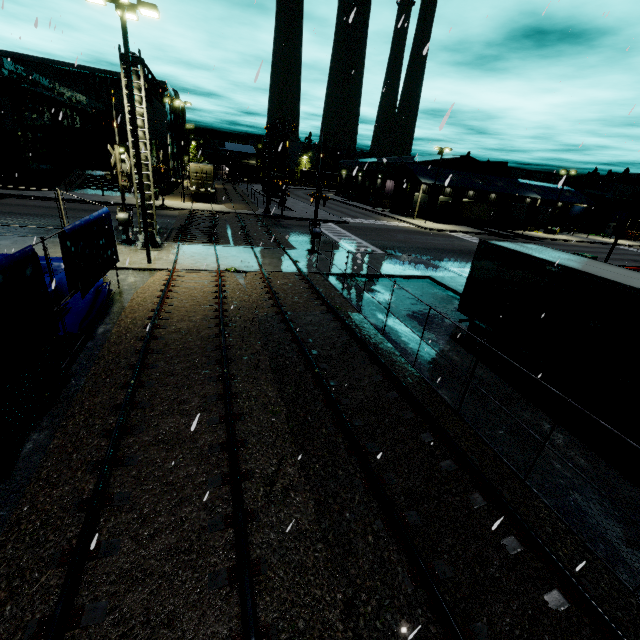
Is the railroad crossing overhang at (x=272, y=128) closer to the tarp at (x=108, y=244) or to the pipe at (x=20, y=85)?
the tarp at (x=108, y=244)

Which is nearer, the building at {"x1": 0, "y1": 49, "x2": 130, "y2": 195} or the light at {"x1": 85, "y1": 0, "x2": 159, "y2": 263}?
the light at {"x1": 85, "y1": 0, "x2": 159, "y2": 263}

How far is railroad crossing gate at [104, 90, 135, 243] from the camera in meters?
16.5

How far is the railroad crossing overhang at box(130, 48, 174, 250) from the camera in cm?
1463

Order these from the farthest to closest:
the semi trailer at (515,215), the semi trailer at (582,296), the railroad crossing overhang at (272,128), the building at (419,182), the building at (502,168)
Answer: the building at (502,168)
the building at (419,182)
the semi trailer at (515,215)
the railroad crossing overhang at (272,128)
the semi trailer at (582,296)

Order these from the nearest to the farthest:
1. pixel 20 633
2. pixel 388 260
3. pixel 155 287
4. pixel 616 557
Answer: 1. pixel 20 633
2. pixel 616 557
3. pixel 155 287
4. pixel 388 260

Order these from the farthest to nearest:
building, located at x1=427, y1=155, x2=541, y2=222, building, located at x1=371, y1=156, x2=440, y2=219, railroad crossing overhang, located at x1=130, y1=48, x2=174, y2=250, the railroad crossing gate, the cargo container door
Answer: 1. building, located at x1=427, y1=155, x2=541, y2=222
2. building, located at x1=371, y1=156, x2=440, y2=219
3. the cargo container door
4. the railroad crossing gate
5. railroad crossing overhang, located at x1=130, y1=48, x2=174, y2=250

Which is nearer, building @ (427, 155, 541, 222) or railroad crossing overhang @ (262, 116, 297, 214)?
railroad crossing overhang @ (262, 116, 297, 214)
